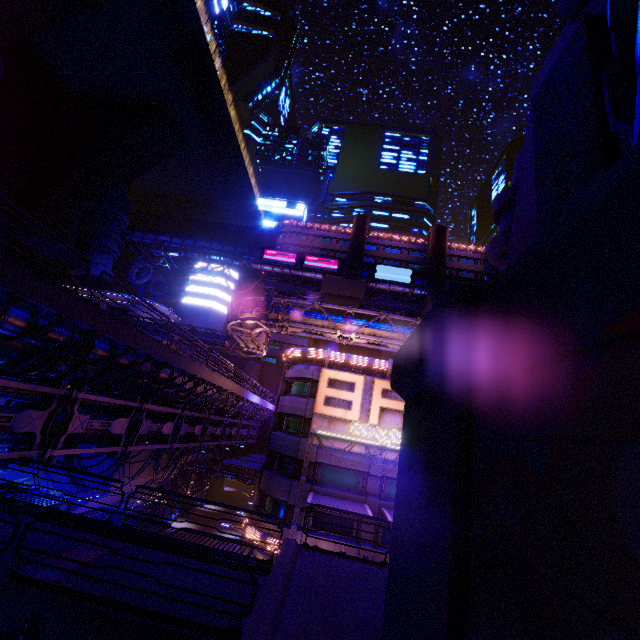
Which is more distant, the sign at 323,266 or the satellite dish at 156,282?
the sign at 323,266

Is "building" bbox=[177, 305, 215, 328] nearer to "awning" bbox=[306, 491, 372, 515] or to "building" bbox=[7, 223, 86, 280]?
"building" bbox=[7, 223, 86, 280]

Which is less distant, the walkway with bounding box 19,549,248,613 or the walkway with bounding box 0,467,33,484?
the walkway with bounding box 19,549,248,613

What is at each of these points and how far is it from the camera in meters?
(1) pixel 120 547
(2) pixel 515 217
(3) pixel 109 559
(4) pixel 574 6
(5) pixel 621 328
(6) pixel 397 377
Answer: (1) walkway, 9.0 m
(2) building, 7.9 m
(3) walkway, 8.3 m
(4) pillar, 6.6 m
(5) beam, 1.8 m
(6) wall arch, 6.4 m

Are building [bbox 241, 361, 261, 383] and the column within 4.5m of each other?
no

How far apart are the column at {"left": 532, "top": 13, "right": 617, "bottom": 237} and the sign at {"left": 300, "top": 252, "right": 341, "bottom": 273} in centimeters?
5239cm

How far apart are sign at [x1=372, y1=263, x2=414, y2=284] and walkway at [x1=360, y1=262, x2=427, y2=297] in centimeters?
9cm

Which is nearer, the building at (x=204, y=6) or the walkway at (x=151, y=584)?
the walkway at (x=151, y=584)
